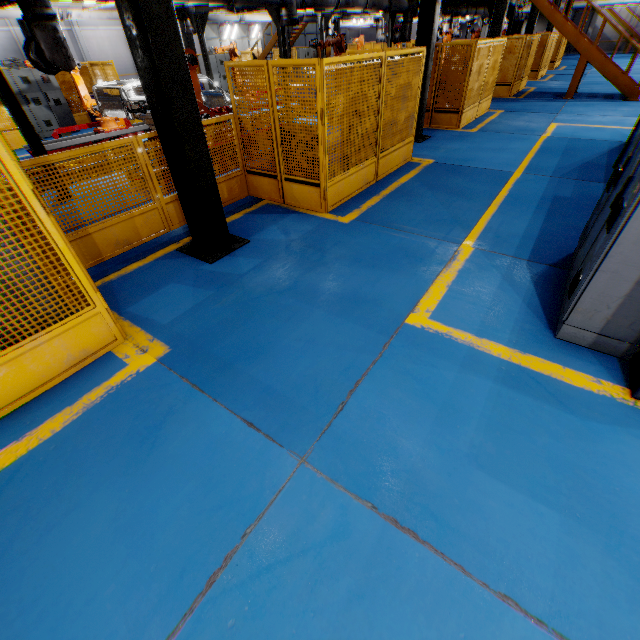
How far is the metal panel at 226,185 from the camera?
Answer: 5.06m

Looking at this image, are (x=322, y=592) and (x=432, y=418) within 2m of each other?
yes

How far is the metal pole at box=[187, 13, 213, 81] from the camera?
11.54m

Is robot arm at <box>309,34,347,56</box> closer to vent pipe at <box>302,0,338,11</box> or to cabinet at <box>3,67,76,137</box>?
vent pipe at <box>302,0,338,11</box>

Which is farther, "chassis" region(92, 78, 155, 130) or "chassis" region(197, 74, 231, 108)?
"chassis" region(197, 74, 231, 108)

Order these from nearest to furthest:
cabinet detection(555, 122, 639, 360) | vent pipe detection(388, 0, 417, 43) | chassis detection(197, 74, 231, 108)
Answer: cabinet detection(555, 122, 639, 360)
chassis detection(197, 74, 231, 108)
vent pipe detection(388, 0, 417, 43)

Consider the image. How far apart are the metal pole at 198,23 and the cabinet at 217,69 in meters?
6.0 m

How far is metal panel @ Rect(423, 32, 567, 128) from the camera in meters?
9.9
